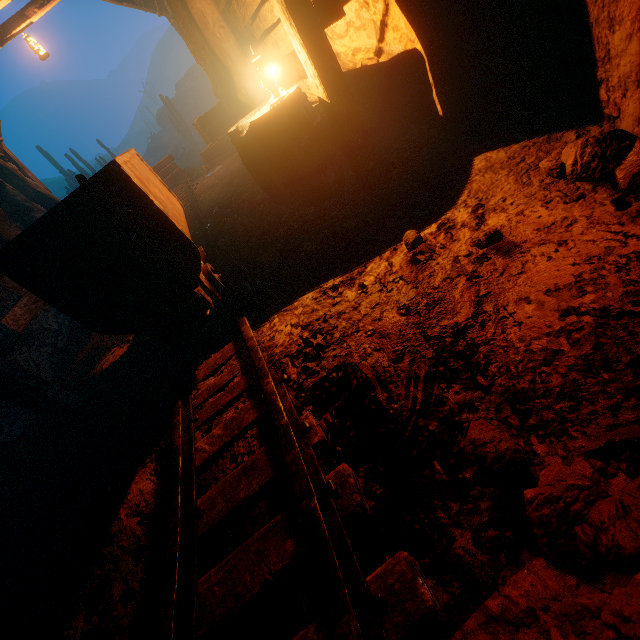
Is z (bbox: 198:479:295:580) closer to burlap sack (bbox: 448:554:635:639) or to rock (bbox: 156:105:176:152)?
burlap sack (bbox: 448:554:635:639)

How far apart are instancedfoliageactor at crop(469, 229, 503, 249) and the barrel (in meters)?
1.98

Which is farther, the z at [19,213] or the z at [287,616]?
the z at [19,213]

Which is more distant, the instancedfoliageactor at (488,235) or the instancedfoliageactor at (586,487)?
the instancedfoliageactor at (488,235)

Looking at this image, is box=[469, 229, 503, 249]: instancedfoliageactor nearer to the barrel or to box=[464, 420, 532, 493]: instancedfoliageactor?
box=[464, 420, 532, 493]: instancedfoliageactor

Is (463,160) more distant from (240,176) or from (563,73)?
(240,176)

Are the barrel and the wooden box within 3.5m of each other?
no

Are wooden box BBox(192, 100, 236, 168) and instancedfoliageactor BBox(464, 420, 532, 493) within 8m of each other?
no
